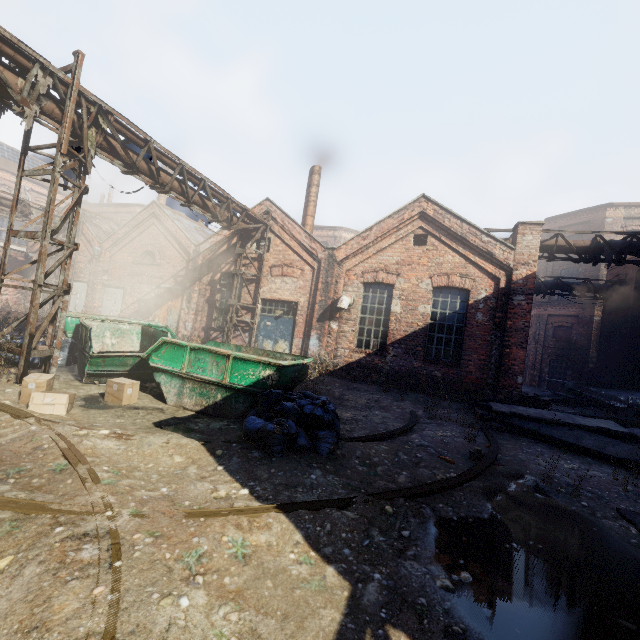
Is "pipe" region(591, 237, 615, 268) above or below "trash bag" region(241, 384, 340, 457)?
above

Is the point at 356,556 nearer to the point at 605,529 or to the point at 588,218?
the point at 605,529

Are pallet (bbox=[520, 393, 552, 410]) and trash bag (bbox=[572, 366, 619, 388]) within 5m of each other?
no

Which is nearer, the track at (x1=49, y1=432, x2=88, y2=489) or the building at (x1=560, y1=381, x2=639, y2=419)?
the track at (x1=49, y1=432, x2=88, y2=489)

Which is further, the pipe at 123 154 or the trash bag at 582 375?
the trash bag at 582 375

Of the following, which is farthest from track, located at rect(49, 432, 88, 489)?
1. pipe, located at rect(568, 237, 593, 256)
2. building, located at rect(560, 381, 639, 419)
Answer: pipe, located at rect(568, 237, 593, 256)

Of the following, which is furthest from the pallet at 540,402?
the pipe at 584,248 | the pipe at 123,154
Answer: the pipe at 123,154

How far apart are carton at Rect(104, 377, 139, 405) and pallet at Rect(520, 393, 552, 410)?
11.69m
